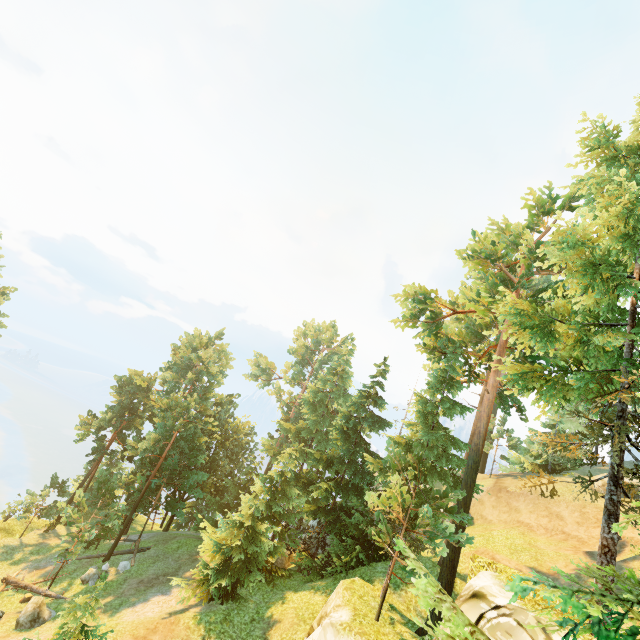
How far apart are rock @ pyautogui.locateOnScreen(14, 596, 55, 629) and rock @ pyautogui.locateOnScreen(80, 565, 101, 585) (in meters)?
3.27

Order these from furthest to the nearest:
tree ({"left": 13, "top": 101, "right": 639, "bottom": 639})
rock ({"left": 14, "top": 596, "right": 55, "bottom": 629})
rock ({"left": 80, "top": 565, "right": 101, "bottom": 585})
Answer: rock ({"left": 80, "top": 565, "right": 101, "bottom": 585}) → rock ({"left": 14, "top": 596, "right": 55, "bottom": 629}) → tree ({"left": 13, "top": 101, "right": 639, "bottom": 639})

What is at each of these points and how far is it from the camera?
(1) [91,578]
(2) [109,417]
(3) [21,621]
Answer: (1) rock, 23.39m
(2) tree, 32.62m
(3) rock, 18.56m

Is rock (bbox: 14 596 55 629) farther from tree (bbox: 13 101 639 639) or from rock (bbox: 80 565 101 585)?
rock (bbox: 80 565 101 585)

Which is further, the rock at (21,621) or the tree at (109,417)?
the rock at (21,621)

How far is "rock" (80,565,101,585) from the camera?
23.3m

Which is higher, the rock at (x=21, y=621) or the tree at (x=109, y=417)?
the tree at (x=109, y=417)
